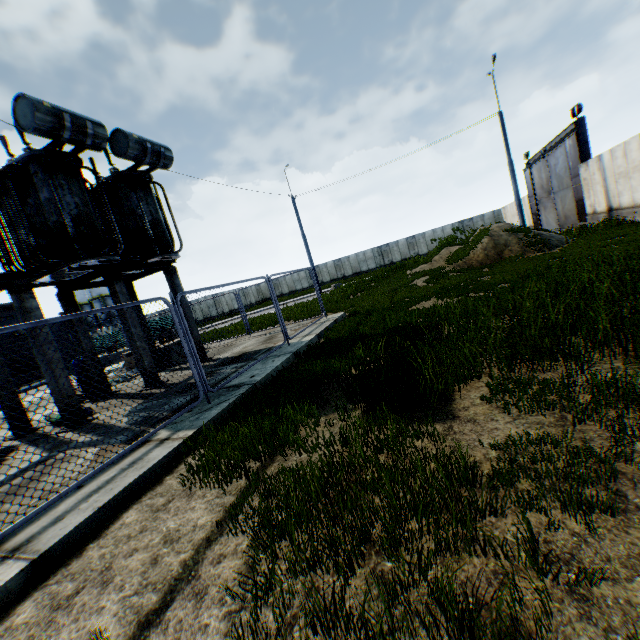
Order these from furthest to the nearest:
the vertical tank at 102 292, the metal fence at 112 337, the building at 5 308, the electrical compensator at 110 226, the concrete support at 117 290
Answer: the vertical tank at 102 292 → the building at 5 308 → the concrete support at 117 290 → the electrical compensator at 110 226 → the metal fence at 112 337

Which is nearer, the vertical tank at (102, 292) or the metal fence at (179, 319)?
the metal fence at (179, 319)

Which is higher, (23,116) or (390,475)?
(23,116)

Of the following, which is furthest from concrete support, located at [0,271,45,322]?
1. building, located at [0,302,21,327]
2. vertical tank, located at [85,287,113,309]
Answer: vertical tank, located at [85,287,113,309]

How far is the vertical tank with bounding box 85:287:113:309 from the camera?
57.1m

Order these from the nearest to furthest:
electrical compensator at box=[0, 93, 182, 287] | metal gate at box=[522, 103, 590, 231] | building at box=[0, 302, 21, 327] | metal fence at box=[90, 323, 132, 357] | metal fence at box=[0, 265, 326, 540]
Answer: metal fence at box=[0, 265, 326, 540] < metal fence at box=[90, 323, 132, 357] < electrical compensator at box=[0, 93, 182, 287] < metal gate at box=[522, 103, 590, 231] < building at box=[0, 302, 21, 327]

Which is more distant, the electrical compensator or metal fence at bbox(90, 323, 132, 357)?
the electrical compensator

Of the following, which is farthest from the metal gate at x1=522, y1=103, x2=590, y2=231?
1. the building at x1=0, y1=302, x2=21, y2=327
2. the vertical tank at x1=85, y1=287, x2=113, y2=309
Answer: the vertical tank at x1=85, y1=287, x2=113, y2=309
